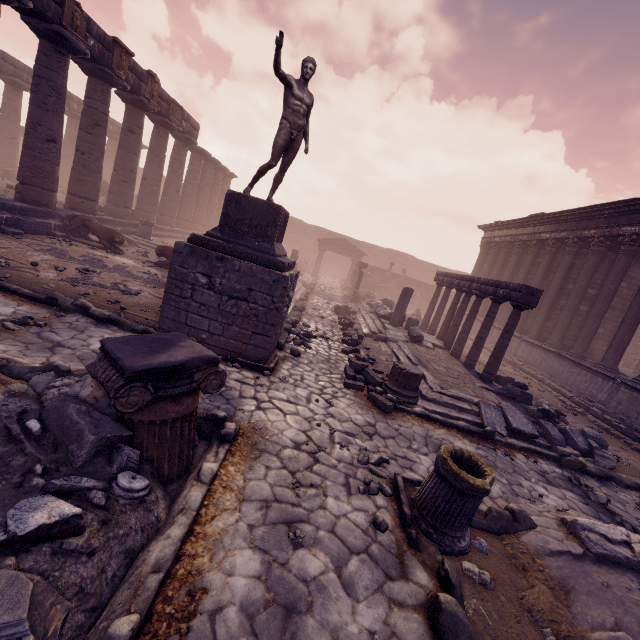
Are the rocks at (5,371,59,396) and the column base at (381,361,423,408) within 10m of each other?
yes

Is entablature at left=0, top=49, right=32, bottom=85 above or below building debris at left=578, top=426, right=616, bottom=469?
above

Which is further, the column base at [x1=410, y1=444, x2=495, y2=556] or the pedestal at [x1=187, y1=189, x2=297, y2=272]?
the pedestal at [x1=187, y1=189, x2=297, y2=272]

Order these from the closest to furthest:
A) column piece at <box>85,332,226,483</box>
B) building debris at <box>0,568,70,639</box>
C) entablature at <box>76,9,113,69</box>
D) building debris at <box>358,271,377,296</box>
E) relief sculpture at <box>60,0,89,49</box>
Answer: building debris at <box>0,568,70,639</box> → column piece at <box>85,332,226,483</box> → relief sculpture at <box>60,0,89,49</box> → entablature at <box>76,9,113,69</box> → building debris at <box>358,271,377,296</box>

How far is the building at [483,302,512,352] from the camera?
17.8m

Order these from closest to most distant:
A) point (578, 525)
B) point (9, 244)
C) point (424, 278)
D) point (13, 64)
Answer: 1. point (578, 525)
2. point (9, 244)
3. point (13, 64)
4. point (424, 278)

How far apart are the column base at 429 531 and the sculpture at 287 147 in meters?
5.6

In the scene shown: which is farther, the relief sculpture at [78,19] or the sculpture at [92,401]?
the relief sculpture at [78,19]
